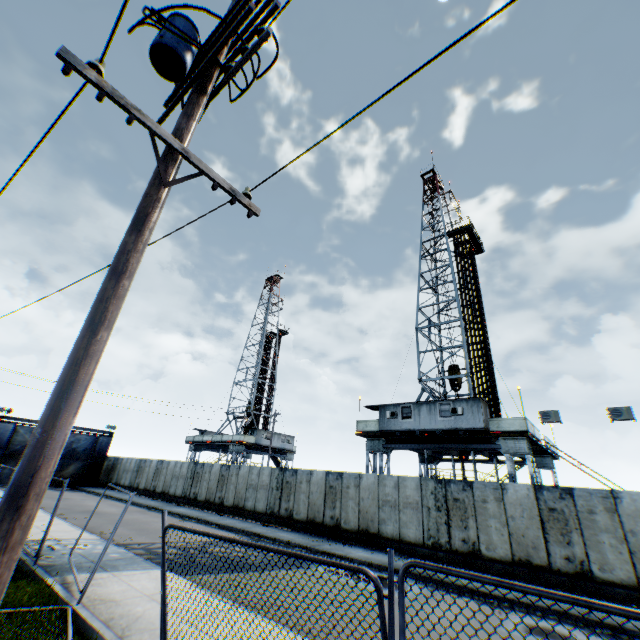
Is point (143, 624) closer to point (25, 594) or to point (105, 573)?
point (25, 594)

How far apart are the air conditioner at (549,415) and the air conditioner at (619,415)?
1.8 meters

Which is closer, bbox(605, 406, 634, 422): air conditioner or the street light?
the street light

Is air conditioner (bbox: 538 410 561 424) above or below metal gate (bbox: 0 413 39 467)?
above

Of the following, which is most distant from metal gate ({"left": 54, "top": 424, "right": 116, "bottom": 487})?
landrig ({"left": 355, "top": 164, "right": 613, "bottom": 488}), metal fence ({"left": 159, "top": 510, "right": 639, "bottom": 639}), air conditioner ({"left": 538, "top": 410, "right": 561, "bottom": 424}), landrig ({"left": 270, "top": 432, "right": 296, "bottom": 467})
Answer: air conditioner ({"left": 538, "top": 410, "right": 561, "bottom": 424})

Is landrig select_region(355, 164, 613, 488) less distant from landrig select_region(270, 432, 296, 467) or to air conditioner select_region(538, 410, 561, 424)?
air conditioner select_region(538, 410, 561, 424)

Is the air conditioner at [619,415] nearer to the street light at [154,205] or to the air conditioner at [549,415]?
the air conditioner at [549,415]

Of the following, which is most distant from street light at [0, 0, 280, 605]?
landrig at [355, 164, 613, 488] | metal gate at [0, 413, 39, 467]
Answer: metal gate at [0, 413, 39, 467]
